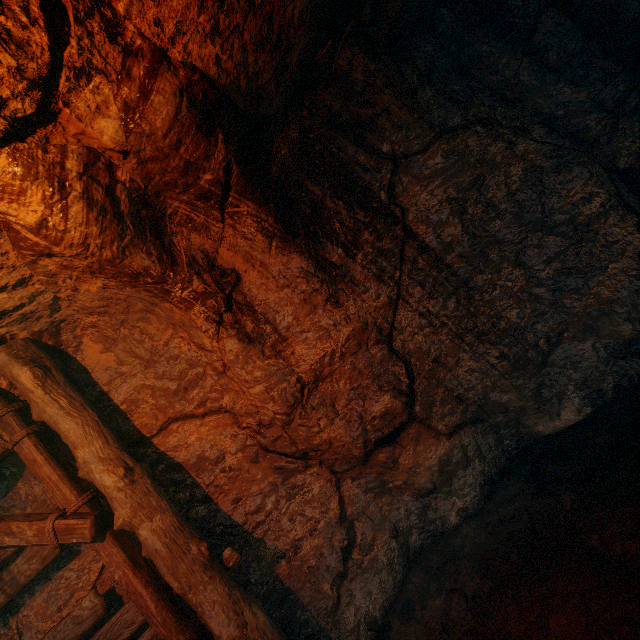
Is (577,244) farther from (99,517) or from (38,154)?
(99,517)
